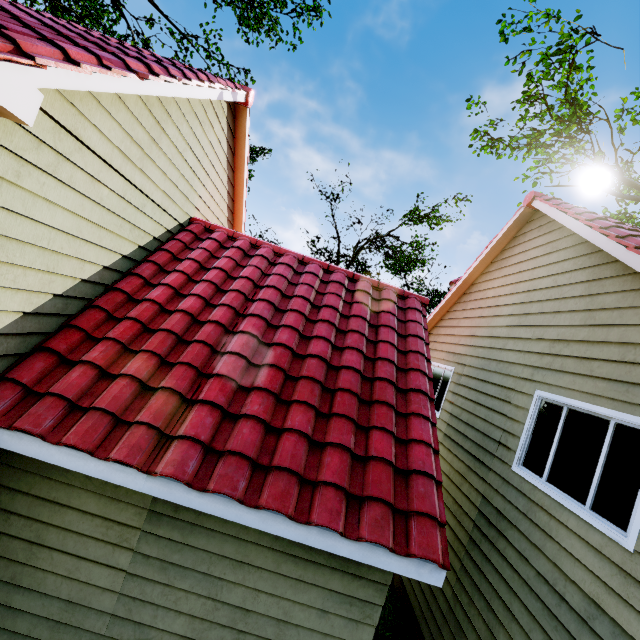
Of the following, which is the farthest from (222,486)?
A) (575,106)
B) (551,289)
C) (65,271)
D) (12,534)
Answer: (575,106)

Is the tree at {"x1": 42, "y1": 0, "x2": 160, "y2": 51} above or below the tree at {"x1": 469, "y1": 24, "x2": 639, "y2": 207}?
below

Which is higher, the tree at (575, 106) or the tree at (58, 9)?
the tree at (575, 106)
